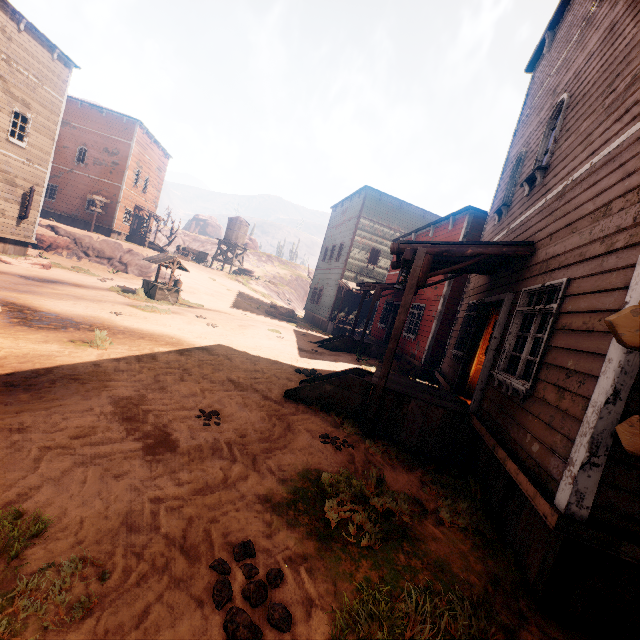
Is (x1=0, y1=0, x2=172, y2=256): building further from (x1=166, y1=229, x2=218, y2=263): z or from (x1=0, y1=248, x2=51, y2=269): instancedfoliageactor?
(x1=0, y1=248, x2=51, y2=269): instancedfoliageactor

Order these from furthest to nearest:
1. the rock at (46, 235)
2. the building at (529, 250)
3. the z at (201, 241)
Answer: the z at (201, 241)
the rock at (46, 235)
the building at (529, 250)

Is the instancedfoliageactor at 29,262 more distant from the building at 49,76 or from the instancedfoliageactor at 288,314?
the instancedfoliageactor at 288,314

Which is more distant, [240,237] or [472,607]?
[240,237]

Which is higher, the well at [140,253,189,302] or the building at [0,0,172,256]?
the building at [0,0,172,256]

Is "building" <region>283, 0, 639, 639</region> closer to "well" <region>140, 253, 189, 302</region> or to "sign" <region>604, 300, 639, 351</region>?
"sign" <region>604, 300, 639, 351</region>

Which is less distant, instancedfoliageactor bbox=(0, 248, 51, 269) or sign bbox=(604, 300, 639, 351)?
sign bbox=(604, 300, 639, 351)

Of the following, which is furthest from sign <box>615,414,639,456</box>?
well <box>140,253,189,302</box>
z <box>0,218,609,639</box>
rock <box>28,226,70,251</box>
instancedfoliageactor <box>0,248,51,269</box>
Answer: rock <box>28,226,70,251</box>
